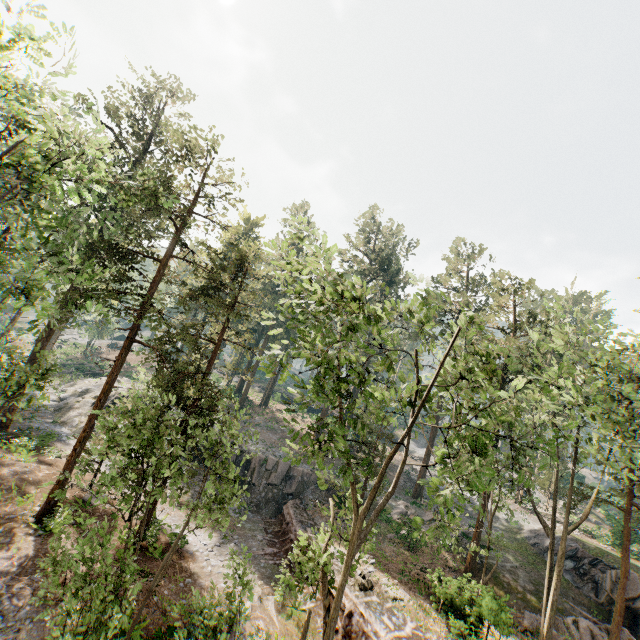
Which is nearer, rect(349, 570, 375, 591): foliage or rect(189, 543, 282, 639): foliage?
rect(189, 543, 282, 639): foliage

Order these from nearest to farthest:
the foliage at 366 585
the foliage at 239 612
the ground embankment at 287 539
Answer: the foliage at 239 612, the foliage at 366 585, the ground embankment at 287 539

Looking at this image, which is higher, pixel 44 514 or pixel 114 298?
pixel 114 298

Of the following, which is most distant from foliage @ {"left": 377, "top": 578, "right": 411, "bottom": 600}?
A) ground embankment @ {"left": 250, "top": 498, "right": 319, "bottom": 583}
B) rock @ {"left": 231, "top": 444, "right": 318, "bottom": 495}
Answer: rock @ {"left": 231, "top": 444, "right": 318, "bottom": 495}

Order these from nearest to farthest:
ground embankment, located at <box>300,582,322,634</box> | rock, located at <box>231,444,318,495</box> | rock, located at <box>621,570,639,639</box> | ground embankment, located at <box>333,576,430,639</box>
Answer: ground embankment, located at <box>333,576,430,639</box> → ground embankment, located at <box>300,582,322,634</box> → rock, located at <box>621,570,639,639</box> → rock, located at <box>231,444,318,495</box>

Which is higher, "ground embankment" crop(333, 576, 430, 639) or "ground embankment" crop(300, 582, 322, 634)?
"ground embankment" crop(333, 576, 430, 639)

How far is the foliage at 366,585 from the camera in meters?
17.9

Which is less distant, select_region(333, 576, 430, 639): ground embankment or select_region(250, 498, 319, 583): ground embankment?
select_region(333, 576, 430, 639): ground embankment
